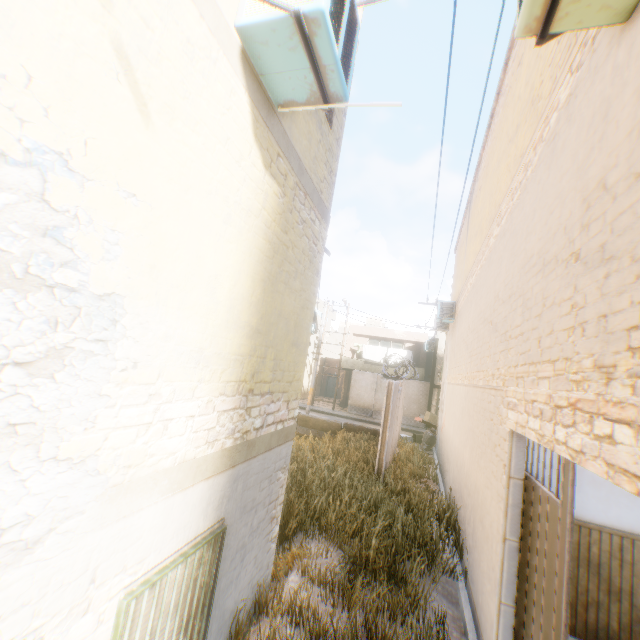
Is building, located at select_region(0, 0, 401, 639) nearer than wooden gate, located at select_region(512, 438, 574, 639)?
Yes

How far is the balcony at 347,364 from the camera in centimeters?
2631cm

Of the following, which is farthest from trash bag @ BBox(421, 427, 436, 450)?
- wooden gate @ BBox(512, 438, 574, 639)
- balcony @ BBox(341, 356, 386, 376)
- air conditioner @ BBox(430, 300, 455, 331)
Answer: wooden gate @ BBox(512, 438, 574, 639)

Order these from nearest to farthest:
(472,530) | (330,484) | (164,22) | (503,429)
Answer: (164,22), (503,429), (472,530), (330,484)

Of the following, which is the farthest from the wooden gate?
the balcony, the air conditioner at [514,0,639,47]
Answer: the balcony

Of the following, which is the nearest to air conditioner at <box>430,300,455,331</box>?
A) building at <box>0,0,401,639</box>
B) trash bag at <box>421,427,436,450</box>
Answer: building at <box>0,0,401,639</box>

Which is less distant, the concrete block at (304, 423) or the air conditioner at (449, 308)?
the air conditioner at (449, 308)

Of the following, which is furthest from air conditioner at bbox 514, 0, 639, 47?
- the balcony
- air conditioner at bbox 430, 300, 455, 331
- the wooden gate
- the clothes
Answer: the balcony
